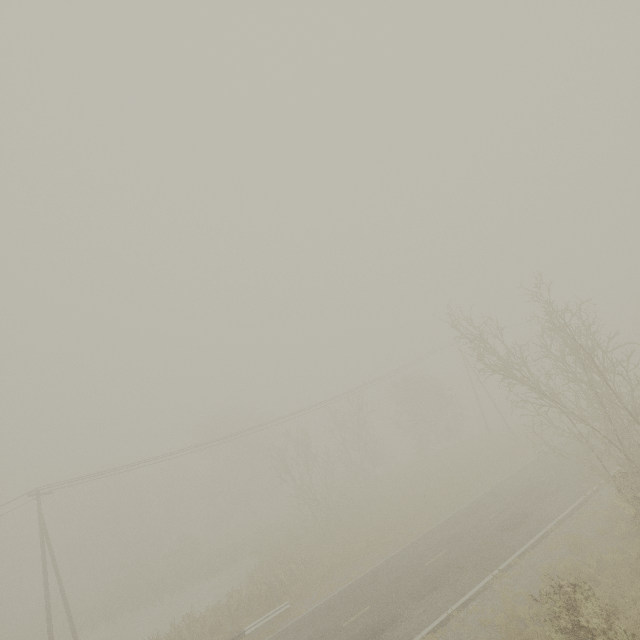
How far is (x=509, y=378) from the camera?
14.5 meters
